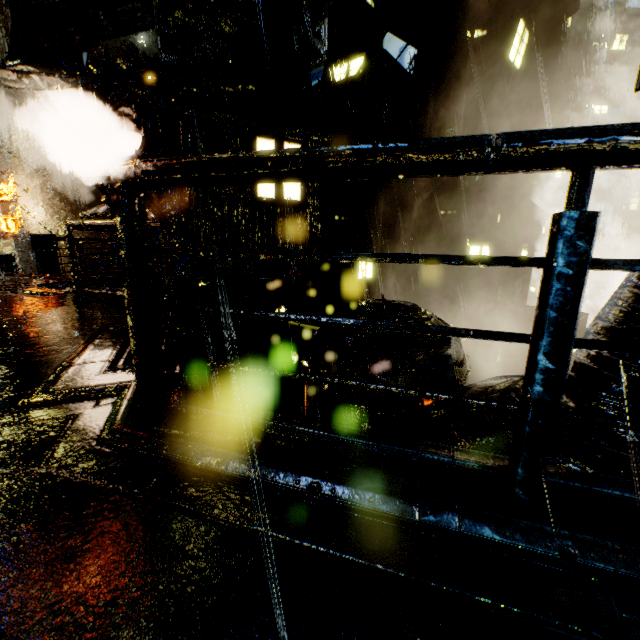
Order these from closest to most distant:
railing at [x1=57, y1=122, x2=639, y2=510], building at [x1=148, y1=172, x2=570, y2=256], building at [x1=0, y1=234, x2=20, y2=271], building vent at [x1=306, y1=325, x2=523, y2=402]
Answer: railing at [x1=57, y1=122, x2=639, y2=510]
building vent at [x1=306, y1=325, x2=523, y2=402]
building at [x1=148, y1=172, x2=570, y2=256]
building at [x1=0, y1=234, x2=20, y2=271]

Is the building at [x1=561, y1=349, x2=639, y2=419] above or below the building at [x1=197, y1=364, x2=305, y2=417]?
above

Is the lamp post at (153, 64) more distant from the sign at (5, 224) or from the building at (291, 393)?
the sign at (5, 224)

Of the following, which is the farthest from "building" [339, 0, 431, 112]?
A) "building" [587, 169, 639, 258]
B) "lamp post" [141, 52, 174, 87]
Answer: "building" [587, 169, 639, 258]

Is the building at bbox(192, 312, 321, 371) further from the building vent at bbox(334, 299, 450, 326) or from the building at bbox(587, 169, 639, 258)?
the building at bbox(587, 169, 639, 258)

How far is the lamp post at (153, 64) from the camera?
10.7 meters

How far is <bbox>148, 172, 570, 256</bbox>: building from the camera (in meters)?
11.91

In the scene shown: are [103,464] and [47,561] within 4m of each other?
yes
